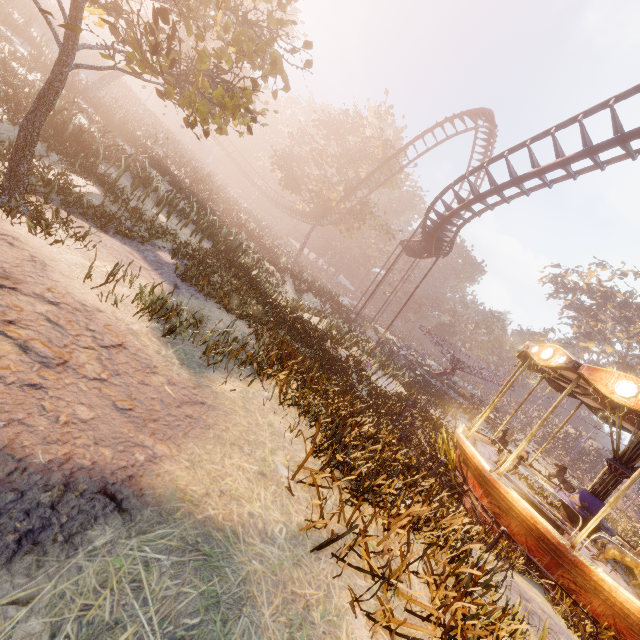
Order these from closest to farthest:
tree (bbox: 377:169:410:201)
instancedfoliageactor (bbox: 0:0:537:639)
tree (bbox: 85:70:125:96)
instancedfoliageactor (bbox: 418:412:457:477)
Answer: instancedfoliageactor (bbox: 0:0:537:639)
instancedfoliageactor (bbox: 418:412:457:477)
tree (bbox: 85:70:125:96)
tree (bbox: 377:169:410:201)

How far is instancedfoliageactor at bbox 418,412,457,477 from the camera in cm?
1003

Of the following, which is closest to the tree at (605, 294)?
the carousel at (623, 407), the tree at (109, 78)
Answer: the tree at (109, 78)

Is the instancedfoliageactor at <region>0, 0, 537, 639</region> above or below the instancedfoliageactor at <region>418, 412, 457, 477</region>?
above

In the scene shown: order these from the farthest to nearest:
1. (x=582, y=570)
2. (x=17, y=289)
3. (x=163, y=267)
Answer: (x=163, y=267)
(x=582, y=570)
(x=17, y=289)

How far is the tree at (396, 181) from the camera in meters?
36.3 m

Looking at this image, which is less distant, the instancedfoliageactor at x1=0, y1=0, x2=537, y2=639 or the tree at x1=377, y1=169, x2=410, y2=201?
the instancedfoliageactor at x1=0, y1=0, x2=537, y2=639

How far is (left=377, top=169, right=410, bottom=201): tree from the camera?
36.3 meters
